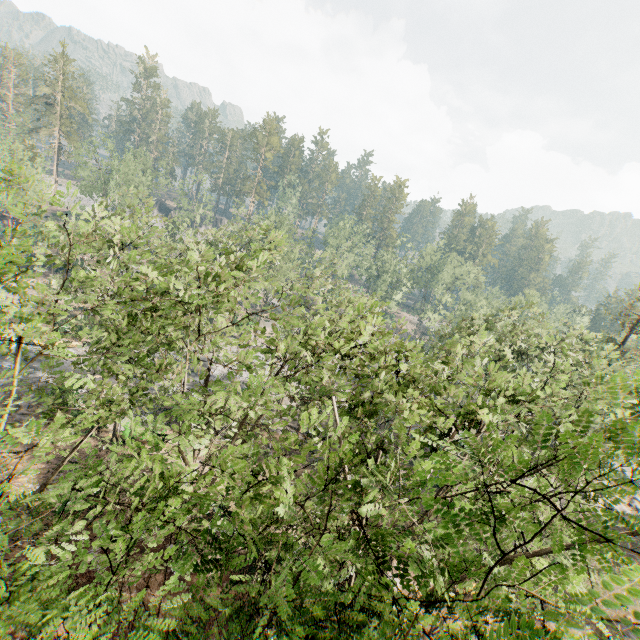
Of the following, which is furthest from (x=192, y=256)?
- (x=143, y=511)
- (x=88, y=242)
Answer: (x=88, y=242)
